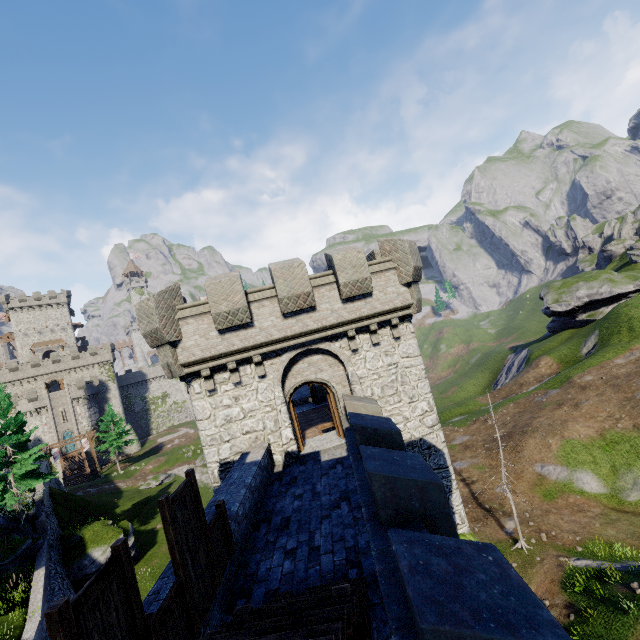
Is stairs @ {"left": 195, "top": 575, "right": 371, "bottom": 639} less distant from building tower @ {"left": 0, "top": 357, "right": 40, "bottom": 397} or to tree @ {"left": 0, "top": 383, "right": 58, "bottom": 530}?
tree @ {"left": 0, "top": 383, "right": 58, "bottom": 530}

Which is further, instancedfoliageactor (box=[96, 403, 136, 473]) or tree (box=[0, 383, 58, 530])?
instancedfoliageactor (box=[96, 403, 136, 473])

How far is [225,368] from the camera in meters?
12.8 m

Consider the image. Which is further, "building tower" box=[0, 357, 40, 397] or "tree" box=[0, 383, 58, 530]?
"building tower" box=[0, 357, 40, 397]

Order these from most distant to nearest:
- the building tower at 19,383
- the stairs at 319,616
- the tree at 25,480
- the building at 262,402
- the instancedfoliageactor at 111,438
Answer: the building tower at 19,383 → the instancedfoliageactor at 111,438 → the tree at 25,480 → the building at 262,402 → the stairs at 319,616

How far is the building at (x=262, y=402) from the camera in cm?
1215

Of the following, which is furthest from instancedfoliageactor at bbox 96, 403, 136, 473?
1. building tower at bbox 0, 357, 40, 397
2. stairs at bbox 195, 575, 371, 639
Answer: stairs at bbox 195, 575, 371, 639

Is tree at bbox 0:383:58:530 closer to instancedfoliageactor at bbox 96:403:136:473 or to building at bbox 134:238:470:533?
building at bbox 134:238:470:533
